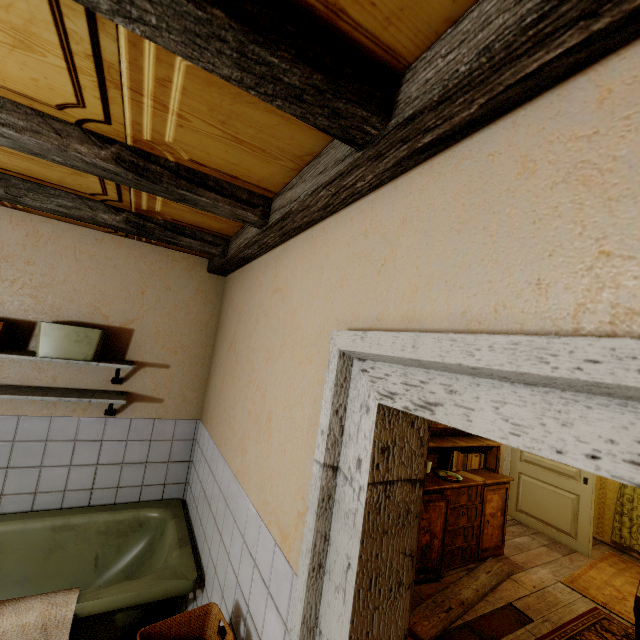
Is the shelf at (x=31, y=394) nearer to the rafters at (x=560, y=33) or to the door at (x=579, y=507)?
the rafters at (x=560, y=33)

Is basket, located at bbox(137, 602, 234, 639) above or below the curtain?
above

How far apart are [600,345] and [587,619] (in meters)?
4.56

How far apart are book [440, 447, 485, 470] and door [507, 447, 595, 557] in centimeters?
123cm

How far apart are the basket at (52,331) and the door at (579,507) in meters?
5.9 m

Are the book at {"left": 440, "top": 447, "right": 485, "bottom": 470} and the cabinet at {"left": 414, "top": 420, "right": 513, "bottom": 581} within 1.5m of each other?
yes

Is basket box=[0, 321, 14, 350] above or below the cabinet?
above

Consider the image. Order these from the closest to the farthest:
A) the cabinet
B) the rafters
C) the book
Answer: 1. the rafters
2. the cabinet
3. the book
